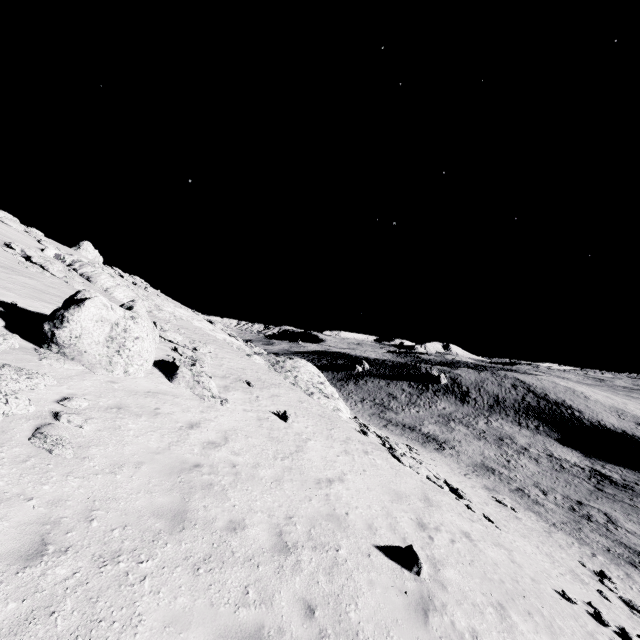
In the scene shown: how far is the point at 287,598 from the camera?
5.6 meters

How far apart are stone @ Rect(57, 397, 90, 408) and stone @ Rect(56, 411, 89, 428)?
0.4m

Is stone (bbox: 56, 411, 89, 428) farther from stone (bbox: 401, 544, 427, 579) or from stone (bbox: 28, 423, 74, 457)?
stone (bbox: 401, 544, 427, 579)

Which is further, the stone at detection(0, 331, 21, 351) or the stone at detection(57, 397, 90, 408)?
the stone at detection(0, 331, 21, 351)

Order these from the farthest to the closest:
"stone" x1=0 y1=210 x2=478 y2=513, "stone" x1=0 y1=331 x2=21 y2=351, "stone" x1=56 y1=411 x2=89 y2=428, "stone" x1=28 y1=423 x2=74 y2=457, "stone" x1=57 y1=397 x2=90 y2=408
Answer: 1. "stone" x1=0 y1=210 x2=478 y2=513
2. "stone" x1=0 y1=331 x2=21 y2=351
3. "stone" x1=57 y1=397 x2=90 y2=408
4. "stone" x1=56 y1=411 x2=89 y2=428
5. "stone" x1=28 y1=423 x2=74 y2=457

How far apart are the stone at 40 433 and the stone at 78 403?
0.85m

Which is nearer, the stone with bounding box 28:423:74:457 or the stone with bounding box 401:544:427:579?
the stone with bounding box 28:423:74:457

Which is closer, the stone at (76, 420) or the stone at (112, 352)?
the stone at (76, 420)
